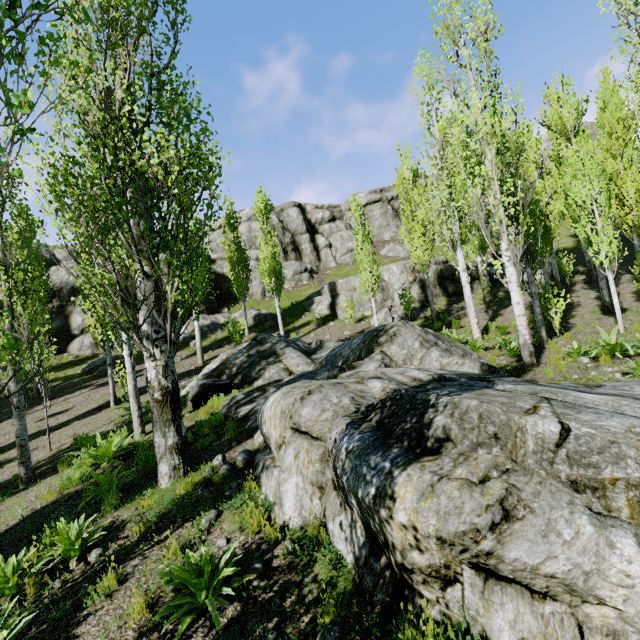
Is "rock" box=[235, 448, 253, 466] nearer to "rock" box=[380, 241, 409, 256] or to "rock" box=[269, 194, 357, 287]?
"rock" box=[269, 194, 357, 287]

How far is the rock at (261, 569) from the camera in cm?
380

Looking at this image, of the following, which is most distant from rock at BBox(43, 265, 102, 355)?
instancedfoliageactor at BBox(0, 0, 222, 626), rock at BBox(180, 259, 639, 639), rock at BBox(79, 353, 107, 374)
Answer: rock at BBox(180, 259, 639, 639)

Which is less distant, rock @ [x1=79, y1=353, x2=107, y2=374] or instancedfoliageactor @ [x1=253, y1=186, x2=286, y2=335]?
rock @ [x1=79, y1=353, x2=107, y2=374]

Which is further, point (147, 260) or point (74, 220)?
point (147, 260)

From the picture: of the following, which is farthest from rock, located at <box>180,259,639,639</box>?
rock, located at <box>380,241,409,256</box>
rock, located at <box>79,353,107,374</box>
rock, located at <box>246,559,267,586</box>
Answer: rock, located at <box>380,241,409,256</box>

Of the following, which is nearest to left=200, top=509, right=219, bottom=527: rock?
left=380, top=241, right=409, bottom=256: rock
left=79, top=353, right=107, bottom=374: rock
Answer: left=79, top=353, right=107, bottom=374: rock

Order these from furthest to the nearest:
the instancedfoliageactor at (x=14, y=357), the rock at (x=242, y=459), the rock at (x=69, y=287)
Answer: the rock at (x=69, y=287)
the rock at (x=242, y=459)
the instancedfoliageactor at (x=14, y=357)
